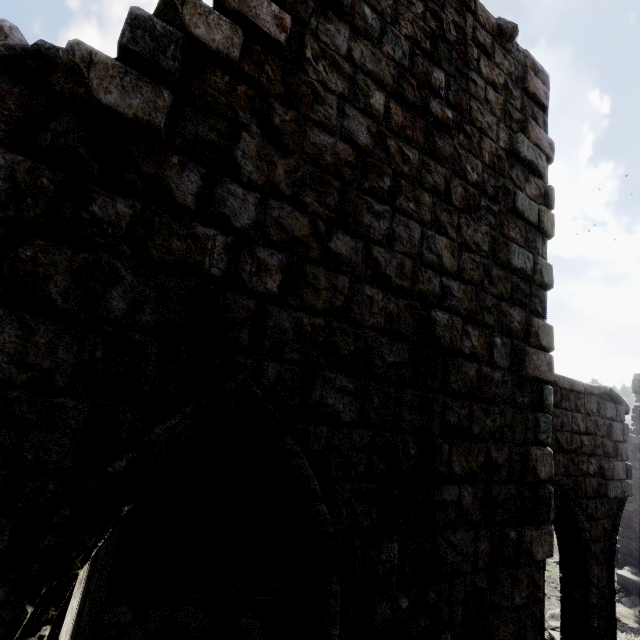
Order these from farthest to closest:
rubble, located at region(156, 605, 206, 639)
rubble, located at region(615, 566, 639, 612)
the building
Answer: rubble, located at region(615, 566, 639, 612) → rubble, located at region(156, 605, 206, 639) → the building

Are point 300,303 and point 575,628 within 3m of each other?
A: no

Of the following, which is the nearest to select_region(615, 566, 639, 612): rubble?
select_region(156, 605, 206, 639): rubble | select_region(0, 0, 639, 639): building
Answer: select_region(0, 0, 639, 639): building

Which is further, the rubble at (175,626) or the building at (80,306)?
the rubble at (175,626)

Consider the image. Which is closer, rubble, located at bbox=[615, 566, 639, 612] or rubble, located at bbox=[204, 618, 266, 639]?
rubble, located at bbox=[204, 618, 266, 639]

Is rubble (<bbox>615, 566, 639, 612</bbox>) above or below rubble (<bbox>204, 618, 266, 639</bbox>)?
below

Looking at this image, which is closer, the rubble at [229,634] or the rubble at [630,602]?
the rubble at [229,634]
